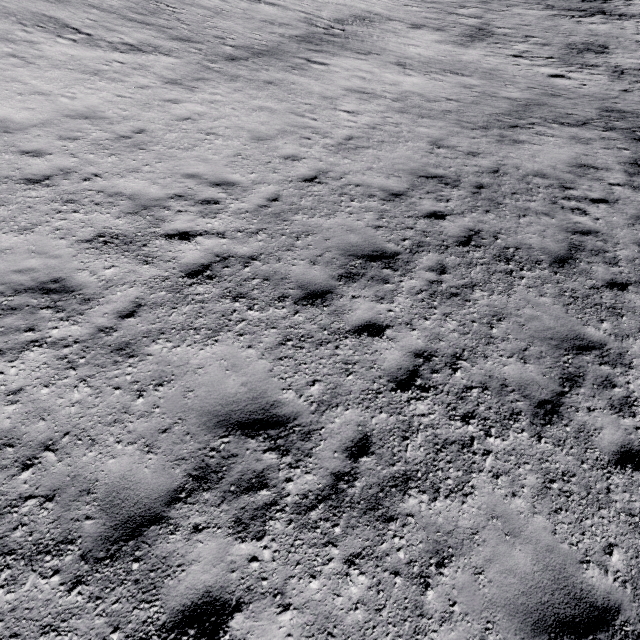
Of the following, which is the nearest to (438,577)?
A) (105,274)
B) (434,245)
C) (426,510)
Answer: (426,510)
